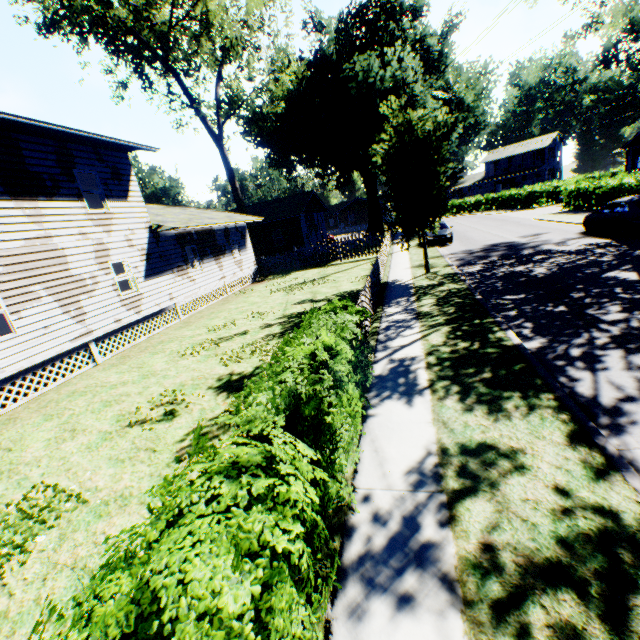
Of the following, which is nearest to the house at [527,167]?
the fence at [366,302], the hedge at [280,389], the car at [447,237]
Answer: the car at [447,237]

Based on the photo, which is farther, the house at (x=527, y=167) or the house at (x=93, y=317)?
the house at (x=527, y=167)

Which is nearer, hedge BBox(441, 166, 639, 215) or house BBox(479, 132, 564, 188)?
hedge BBox(441, 166, 639, 215)

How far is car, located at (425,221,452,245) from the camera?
23.4m

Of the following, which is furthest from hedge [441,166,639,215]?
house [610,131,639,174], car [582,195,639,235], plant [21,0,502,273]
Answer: plant [21,0,502,273]

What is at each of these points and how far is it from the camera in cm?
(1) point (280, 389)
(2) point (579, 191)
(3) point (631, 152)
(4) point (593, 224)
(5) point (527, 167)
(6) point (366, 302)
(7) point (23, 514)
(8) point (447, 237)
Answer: (1) hedge, 350
(2) hedge, 2705
(3) house, 3316
(4) car, 1741
(5) house, 5788
(6) fence, 995
(7) plant, 505
(8) car, 2334

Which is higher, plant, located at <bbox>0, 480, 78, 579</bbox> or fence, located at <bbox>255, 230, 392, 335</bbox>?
fence, located at <bbox>255, 230, 392, 335</bbox>

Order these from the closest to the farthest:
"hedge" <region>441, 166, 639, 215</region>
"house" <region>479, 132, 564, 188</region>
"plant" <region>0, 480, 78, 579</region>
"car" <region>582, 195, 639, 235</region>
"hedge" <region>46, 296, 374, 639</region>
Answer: "hedge" <region>46, 296, 374, 639</region> → "plant" <region>0, 480, 78, 579</region> → "car" <region>582, 195, 639, 235</region> → "hedge" <region>441, 166, 639, 215</region> → "house" <region>479, 132, 564, 188</region>
